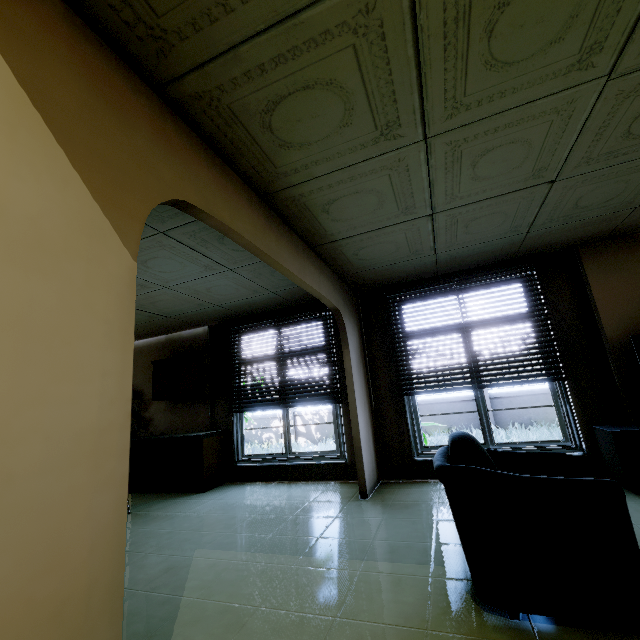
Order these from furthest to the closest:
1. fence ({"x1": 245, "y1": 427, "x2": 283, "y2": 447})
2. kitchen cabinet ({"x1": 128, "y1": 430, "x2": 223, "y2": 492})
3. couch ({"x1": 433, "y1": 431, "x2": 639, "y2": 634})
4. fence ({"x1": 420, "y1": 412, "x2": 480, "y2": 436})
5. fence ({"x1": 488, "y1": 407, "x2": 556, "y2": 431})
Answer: fence ({"x1": 245, "y1": 427, "x2": 283, "y2": 447}) → fence ({"x1": 420, "y1": 412, "x2": 480, "y2": 436}) → fence ({"x1": 488, "y1": 407, "x2": 556, "y2": 431}) → kitchen cabinet ({"x1": 128, "y1": 430, "x2": 223, "y2": 492}) → couch ({"x1": 433, "y1": 431, "x2": 639, "y2": 634})

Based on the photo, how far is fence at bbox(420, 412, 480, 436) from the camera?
9.77m

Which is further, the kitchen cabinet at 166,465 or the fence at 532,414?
the fence at 532,414

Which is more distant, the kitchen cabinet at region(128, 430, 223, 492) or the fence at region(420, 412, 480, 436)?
the fence at region(420, 412, 480, 436)

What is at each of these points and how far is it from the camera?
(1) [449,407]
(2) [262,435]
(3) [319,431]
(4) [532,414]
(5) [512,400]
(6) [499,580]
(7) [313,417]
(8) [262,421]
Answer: (1) fence, 10.09m
(2) fence, 12.24m
(3) fence, 11.46m
(4) fence, 9.27m
(5) fence, 9.52m
(6) couch, 1.66m
(7) fence, 11.64m
(8) fence, 12.35m

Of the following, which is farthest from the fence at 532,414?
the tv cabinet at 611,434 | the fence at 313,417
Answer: the tv cabinet at 611,434

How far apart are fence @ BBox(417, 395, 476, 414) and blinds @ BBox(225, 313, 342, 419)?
6.19m

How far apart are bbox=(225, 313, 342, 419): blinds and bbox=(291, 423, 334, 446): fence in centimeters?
630cm
